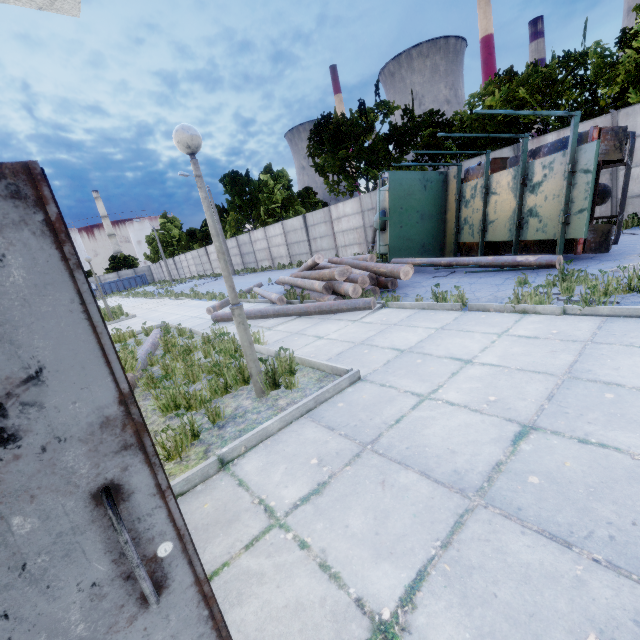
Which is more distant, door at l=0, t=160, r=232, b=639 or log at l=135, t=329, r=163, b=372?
log at l=135, t=329, r=163, b=372

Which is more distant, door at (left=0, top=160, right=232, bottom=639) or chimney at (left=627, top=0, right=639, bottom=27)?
chimney at (left=627, top=0, right=639, bottom=27)

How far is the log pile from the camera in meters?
8.1 m

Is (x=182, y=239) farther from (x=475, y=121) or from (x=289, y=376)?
(x=289, y=376)

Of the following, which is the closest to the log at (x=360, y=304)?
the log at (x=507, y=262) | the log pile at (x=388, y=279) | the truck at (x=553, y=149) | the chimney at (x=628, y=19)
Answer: the log pile at (x=388, y=279)

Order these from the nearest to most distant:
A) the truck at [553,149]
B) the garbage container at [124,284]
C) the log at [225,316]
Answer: the truck at [553,149] < the log at [225,316] < the garbage container at [124,284]

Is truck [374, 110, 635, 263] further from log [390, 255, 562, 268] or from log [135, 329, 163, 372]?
log [135, 329, 163, 372]

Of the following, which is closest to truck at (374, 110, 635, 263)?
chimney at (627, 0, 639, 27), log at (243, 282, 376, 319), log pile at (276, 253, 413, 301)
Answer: log pile at (276, 253, 413, 301)
